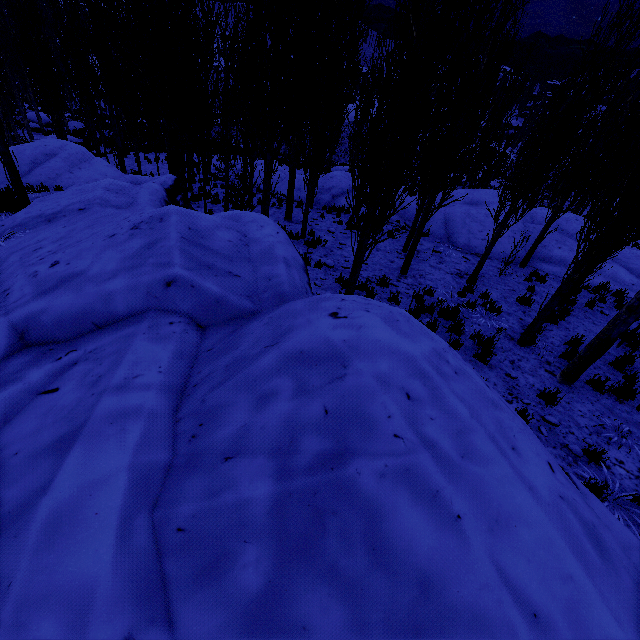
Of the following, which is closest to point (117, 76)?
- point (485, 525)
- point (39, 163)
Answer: point (39, 163)

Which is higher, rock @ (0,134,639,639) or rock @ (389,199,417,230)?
rock @ (0,134,639,639)

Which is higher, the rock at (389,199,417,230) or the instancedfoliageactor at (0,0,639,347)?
the instancedfoliageactor at (0,0,639,347)

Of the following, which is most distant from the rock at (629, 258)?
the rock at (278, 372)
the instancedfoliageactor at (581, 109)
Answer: the rock at (278, 372)

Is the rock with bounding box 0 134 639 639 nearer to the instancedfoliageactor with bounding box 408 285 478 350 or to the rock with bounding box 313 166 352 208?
the instancedfoliageactor with bounding box 408 285 478 350

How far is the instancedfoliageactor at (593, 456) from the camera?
4.02m

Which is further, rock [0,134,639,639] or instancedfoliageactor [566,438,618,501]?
instancedfoliageactor [566,438,618,501]

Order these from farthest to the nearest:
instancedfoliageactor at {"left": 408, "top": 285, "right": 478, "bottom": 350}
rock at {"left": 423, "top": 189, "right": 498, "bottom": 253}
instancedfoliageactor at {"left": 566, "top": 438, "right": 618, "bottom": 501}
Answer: rock at {"left": 423, "top": 189, "right": 498, "bottom": 253} < instancedfoliageactor at {"left": 408, "top": 285, "right": 478, "bottom": 350} < instancedfoliageactor at {"left": 566, "top": 438, "right": 618, "bottom": 501}
